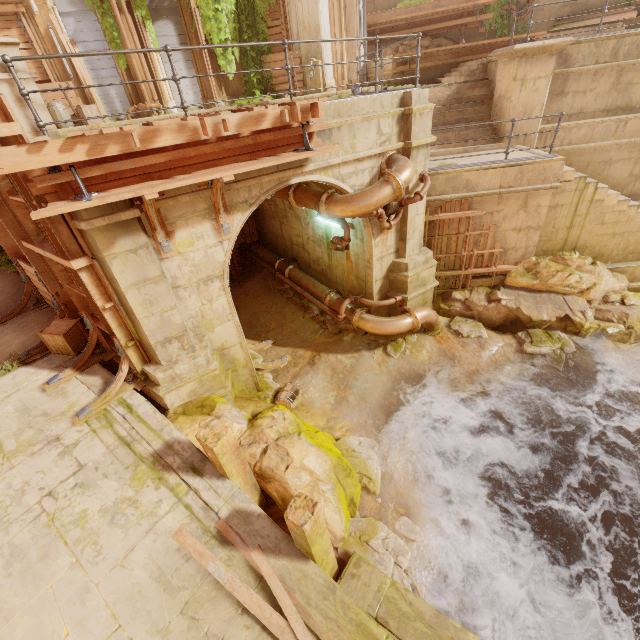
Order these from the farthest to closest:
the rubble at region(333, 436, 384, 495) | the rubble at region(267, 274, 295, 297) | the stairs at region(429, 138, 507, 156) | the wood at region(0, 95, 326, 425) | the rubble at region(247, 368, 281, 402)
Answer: the rubble at region(267, 274, 295, 297) → the stairs at region(429, 138, 507, 156) → the rubble at region(247, 368, 281, 402) → the rubble at region(333, 436, 384, 495) → the wood at region(0, 95, 326, 425)

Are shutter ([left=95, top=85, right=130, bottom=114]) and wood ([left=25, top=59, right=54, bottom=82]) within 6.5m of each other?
yes

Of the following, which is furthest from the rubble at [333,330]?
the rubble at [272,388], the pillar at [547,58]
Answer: the pillar at [547,58]

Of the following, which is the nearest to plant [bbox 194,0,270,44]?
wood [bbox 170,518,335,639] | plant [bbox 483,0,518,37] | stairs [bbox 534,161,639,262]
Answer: plant [bbox 483,0,518,37]

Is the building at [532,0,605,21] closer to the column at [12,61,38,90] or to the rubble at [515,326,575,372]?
the column at [12,61,38,90]

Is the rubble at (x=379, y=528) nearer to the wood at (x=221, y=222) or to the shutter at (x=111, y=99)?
the wood at (x=221, y=222)

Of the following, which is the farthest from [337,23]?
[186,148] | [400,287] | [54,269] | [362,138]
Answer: [54,269]

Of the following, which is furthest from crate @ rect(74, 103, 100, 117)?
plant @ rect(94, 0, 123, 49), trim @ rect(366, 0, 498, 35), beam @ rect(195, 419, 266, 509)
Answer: beam @ rect(195, 419, 266, 509)
